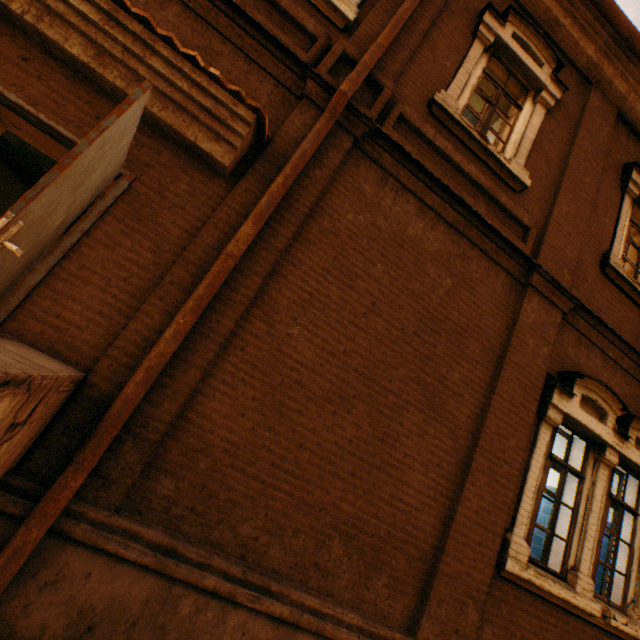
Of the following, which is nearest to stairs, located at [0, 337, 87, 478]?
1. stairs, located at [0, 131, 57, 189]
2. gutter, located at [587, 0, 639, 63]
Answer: stairs, located at [0, 131, 57, 189]

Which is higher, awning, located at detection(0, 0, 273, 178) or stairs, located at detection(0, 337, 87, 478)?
awning, located at detection(0, 0, 273, 178)

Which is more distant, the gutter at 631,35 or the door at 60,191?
the gutter at 631,35

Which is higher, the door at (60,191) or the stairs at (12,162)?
the stairs at (12,162)

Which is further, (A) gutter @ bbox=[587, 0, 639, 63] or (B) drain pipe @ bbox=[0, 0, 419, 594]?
(A) gutter @ bbox=[587, 0, 639, 63]

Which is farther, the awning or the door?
the awning

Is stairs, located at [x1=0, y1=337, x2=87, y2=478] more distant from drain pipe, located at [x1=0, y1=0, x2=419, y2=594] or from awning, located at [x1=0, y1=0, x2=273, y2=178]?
awning, located at [x1=0, y1=0, x2=273, y2=178]

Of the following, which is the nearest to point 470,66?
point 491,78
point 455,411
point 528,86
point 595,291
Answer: point 491,78
